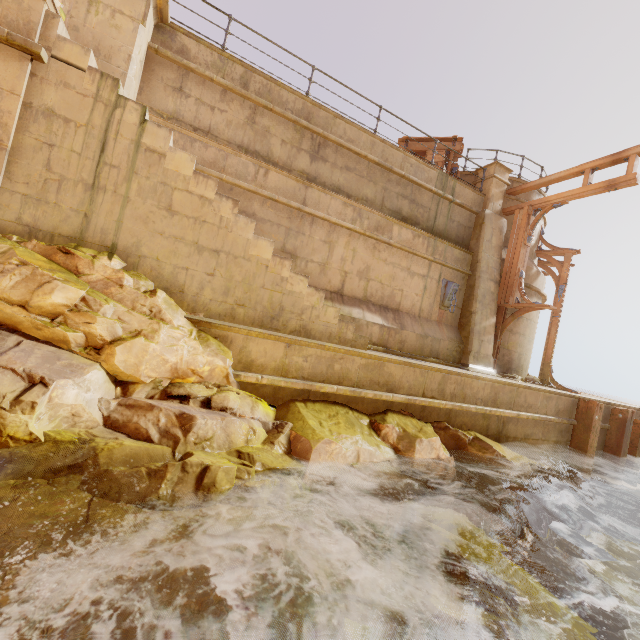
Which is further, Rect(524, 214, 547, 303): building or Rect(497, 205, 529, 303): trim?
Rect(524, 214, 547, 303): building

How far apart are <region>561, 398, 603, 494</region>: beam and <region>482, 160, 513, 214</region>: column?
6.1 meters

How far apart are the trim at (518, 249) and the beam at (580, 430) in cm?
332

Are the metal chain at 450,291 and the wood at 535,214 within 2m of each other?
no

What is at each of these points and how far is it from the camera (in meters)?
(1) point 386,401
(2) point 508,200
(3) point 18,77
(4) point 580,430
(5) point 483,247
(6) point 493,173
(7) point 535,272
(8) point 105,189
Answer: (1) building, 5.99
(2) building, 11.43
(3) building, 3.70
(4) beam, 8.31
(5) pillar, 10.34
(6) column, 10.74
(7) building, 11.41
(8) stairs, 4.15

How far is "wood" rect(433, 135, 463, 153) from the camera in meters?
11.4

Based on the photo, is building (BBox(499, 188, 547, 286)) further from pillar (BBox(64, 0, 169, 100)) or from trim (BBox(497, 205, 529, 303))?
pillar (BBox(64, 0, 169, 100))

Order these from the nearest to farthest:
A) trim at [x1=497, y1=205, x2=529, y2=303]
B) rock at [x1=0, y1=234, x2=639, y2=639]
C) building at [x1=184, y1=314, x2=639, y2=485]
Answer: rock at [x1=0, y1=234, x2=639, y2=639] < building at [x1=184, y1=314, x2=639, y2=485] < trim at [x1=497, y1=205, x2=529, y2=303]
